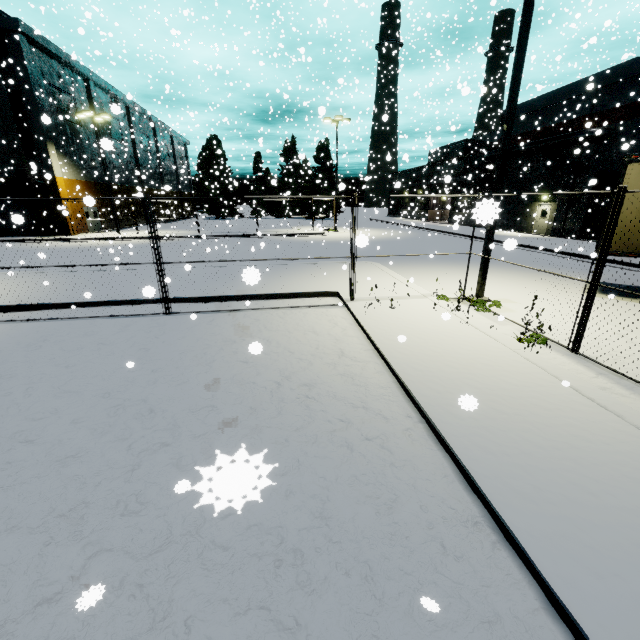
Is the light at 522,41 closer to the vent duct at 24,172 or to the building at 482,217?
the building at 482,217

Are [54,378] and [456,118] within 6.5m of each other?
no

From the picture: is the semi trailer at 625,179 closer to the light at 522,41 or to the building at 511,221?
the building at 511,221

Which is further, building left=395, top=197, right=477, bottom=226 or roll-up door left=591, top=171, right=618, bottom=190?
building left=395, top=197, right=477, bottom=226

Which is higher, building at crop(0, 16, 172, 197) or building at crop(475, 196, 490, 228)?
building at crop(0, 16, 172, 197)

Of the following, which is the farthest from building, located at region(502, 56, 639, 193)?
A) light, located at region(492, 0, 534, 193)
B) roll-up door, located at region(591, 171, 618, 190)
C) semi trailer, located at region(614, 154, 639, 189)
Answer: light, located at region(492, 0, 534, 193)

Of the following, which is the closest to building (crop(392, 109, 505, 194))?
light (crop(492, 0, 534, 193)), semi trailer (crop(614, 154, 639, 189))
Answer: semi trailer (crop(614, 154, 639, 189))
